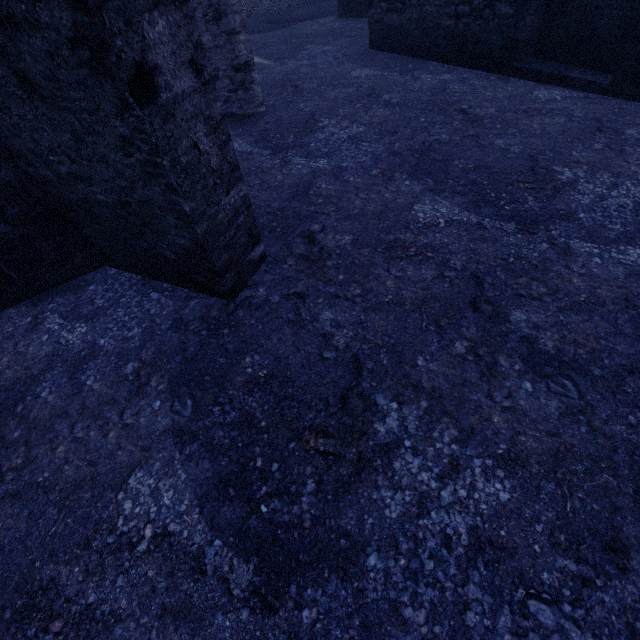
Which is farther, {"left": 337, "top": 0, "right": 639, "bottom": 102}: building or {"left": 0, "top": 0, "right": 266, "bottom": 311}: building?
{"left": 337, "top": 0, "right": 639, "bottom": 102}: building

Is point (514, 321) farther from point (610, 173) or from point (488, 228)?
point (610, 173)

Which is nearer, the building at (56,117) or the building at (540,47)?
the building at (56,117)
